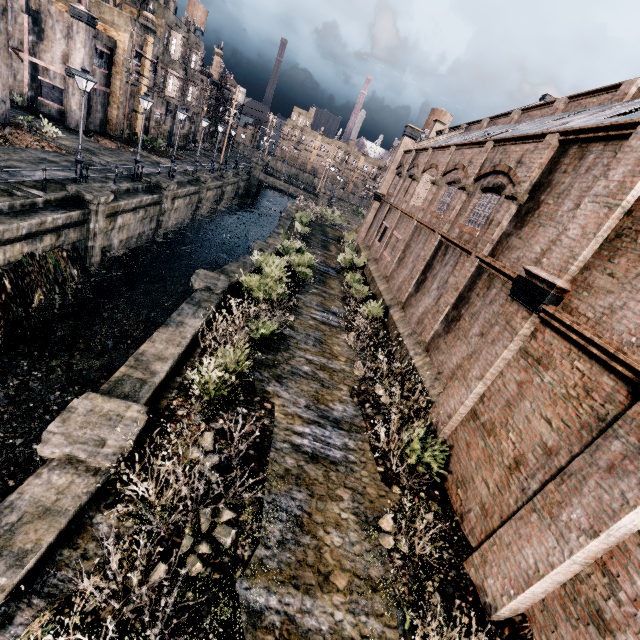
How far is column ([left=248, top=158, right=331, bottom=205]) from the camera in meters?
56.7

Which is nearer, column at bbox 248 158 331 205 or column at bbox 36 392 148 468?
column at bbox 36 392 148 468

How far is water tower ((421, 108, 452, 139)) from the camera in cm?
5591

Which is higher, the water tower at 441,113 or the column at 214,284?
the water tower at 441,113

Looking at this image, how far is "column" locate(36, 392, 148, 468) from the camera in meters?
6.1

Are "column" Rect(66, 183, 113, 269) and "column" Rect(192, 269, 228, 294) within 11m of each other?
yes

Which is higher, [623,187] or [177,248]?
[623,187]

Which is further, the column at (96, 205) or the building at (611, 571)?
the column at (96, 205)
